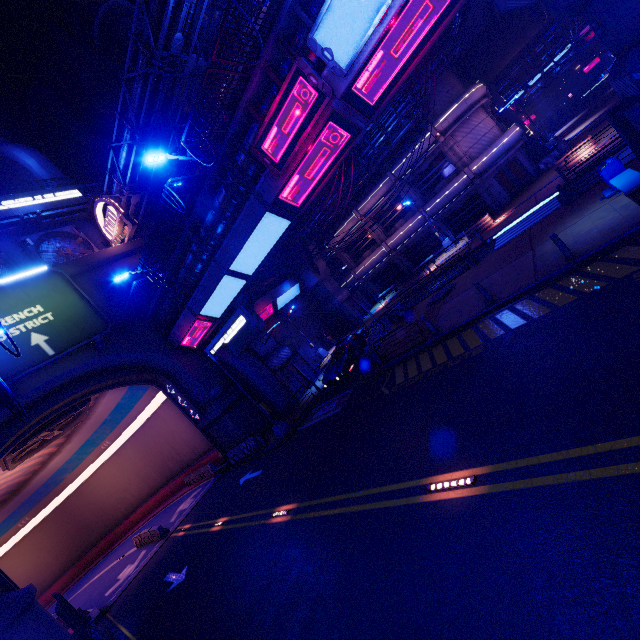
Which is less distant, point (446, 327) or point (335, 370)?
point (446, 327)

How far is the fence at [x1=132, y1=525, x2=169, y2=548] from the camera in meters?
22.0

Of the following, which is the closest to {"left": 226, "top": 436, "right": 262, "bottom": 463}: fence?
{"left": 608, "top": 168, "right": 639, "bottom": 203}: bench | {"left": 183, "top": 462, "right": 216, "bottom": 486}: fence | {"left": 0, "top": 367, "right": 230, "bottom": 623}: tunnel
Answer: {"left": 0, "top": 367, "right": 230, "bottom": 623}: tunnel

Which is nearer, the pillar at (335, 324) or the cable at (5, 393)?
the cable at (5, 393)

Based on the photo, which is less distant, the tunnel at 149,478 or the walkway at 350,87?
the walkway at 350,87

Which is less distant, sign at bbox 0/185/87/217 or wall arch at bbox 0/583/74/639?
wall arch at bbox 0/583/74/639

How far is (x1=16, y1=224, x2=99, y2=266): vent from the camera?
23.9m

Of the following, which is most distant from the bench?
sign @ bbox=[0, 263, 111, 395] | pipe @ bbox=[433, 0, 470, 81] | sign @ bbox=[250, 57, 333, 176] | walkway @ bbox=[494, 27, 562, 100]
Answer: walkway @ bbox=[494, 27, 562, 100]
